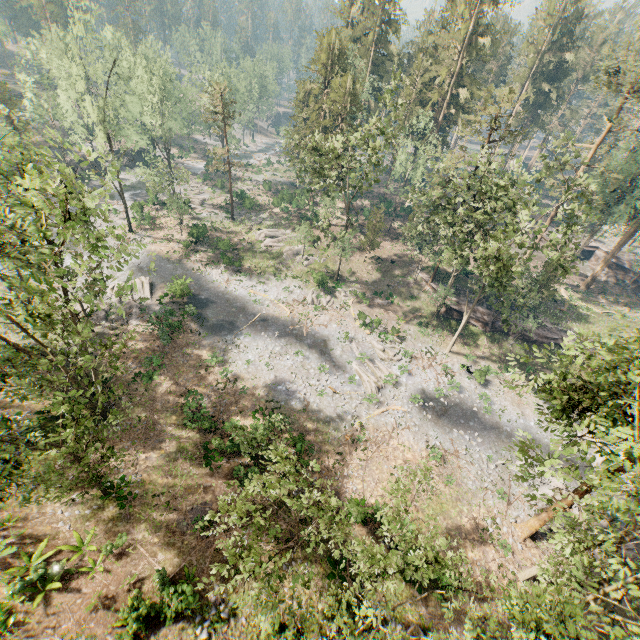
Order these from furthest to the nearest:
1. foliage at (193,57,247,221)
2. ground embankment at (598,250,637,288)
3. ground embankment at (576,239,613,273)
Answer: ground embankment at (576,239,613,273)
ground embankment at (598,250,637,288)
foliage at (193,57,247,221)

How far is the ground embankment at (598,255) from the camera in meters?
51.1

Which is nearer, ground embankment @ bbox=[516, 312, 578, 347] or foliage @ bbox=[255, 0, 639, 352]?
foliage @ bbox=[255, 0, 639, 352]

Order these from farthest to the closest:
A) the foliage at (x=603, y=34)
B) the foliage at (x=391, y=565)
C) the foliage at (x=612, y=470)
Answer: the foliage at (x=603, y=34), the foliage at (x=391, y=565), the foliage at (x=612, y=470)

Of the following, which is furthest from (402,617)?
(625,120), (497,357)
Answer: (625,120)

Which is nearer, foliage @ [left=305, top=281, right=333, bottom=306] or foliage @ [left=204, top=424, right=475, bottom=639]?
foliage @ [left=204, top=424, right=475, bottom=639]

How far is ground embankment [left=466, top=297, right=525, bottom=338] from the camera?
38.4m

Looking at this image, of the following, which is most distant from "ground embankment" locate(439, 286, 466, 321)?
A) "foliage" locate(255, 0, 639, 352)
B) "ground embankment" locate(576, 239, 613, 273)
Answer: "ground embankment" locate(576, 239, 613, 273)
